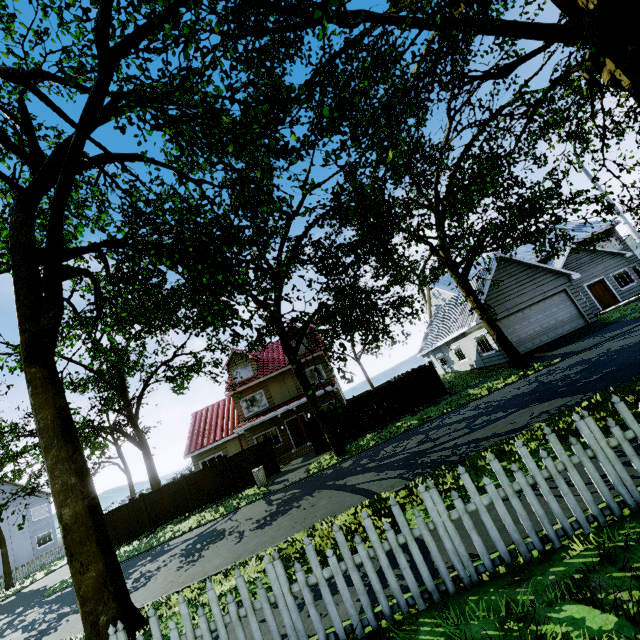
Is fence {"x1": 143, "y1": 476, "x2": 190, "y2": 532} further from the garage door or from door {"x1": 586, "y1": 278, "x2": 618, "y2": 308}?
door {"x1": 586, "y1": 278, "x2": 618, "y2": 308}

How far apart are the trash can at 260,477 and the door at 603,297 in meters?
26.5 m

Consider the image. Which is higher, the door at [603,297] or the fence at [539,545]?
the door at [603,297]

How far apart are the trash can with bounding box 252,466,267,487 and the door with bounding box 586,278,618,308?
26.5 meters

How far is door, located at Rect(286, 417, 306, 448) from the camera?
24.12m

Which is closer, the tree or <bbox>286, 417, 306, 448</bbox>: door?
the tree

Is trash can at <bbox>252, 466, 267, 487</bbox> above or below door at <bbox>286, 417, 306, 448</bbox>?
below

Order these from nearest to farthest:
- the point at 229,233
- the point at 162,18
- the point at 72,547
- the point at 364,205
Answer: the point at 162,18, the point at 72,547, the point at 364,205, the point at 229,233
